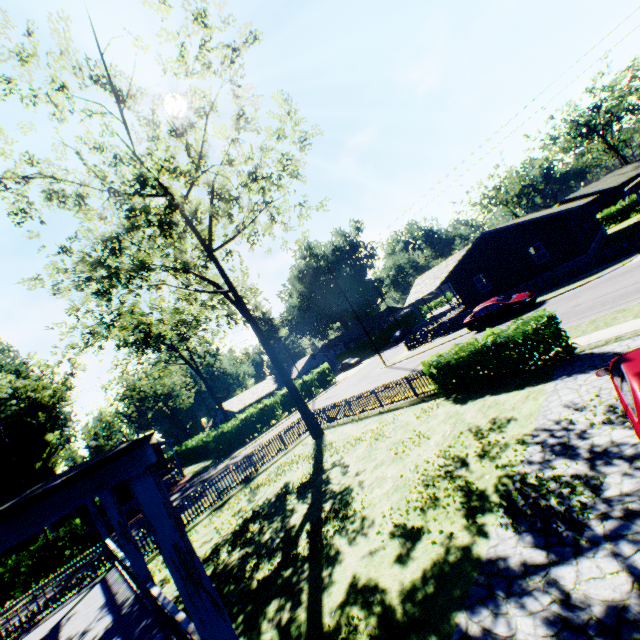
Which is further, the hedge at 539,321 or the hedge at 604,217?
the hedge at 604,217

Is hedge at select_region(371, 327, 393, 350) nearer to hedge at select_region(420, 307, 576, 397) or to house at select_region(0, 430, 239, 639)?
hedge at select_region(420, 307, 576, 397)

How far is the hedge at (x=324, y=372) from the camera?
44.53m

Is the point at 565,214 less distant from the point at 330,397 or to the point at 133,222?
the point at 330,397

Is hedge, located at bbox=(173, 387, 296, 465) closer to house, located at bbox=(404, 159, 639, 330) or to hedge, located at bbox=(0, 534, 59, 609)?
hedge, located at bbox=(0, 534, 59, 609)

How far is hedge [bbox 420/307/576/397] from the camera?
10.8m

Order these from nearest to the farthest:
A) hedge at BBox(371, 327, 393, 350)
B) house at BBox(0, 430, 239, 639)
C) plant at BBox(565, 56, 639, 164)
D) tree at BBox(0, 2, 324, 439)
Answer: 1. house at BBox(0, 430, 239, 639)
2. tree at BBox(0, 2, 324, 439)
3. plant at BBox(565, 56, 639, 164)
4. hedge at BBox(371, 327, 393, 350)

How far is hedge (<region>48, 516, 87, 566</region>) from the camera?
24.9 meters
